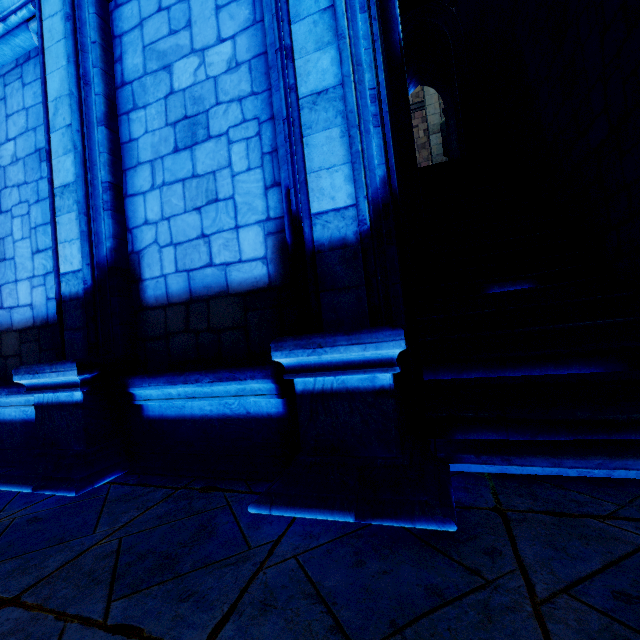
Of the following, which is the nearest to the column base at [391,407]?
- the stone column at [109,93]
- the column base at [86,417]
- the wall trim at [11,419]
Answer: the stone column at [109,93]

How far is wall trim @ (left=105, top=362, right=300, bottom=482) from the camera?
2.8 meters

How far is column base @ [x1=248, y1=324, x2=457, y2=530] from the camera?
2.0m

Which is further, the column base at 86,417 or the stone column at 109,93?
the stone column at 109,93

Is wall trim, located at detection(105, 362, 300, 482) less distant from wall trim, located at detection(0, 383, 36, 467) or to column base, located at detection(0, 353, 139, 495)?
column base, located at detection(0, 353, 139, 495)

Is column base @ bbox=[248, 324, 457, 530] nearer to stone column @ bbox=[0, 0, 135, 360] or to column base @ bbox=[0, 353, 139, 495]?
stone column @ bbox=[0, 0, 135, 360]

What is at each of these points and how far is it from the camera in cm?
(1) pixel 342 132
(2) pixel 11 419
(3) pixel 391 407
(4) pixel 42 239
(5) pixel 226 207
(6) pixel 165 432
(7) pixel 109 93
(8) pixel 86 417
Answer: (1) stone column, 257
(2) wall trim, 420
(3) column base, 221
(4) building, 433
(5) building, 337
(6) wall trim, 336
(7) stone column, 381
(8) column base, 322
